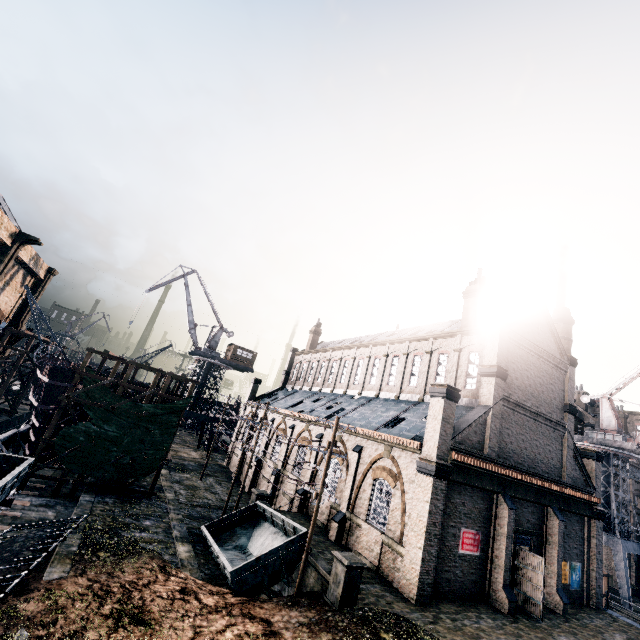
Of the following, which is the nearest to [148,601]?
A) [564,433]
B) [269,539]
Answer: [269,539]

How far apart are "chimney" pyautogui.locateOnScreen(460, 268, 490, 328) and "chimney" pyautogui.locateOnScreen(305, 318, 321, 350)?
28.5 meters

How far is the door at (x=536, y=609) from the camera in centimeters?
1917cm

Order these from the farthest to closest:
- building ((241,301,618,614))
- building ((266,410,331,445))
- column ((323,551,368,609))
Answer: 1. building ((266,410,331,445))
2. building ((241,301,618,614))
3. column ((323,551,368,609))

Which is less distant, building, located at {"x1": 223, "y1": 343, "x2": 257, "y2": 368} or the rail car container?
the rail car container

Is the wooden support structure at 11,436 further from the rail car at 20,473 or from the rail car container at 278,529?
the rail car container at 278,529

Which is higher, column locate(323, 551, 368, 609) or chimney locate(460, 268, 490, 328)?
chimney locate(460, 268, 490, 328)

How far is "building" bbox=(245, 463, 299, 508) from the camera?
30.2m
